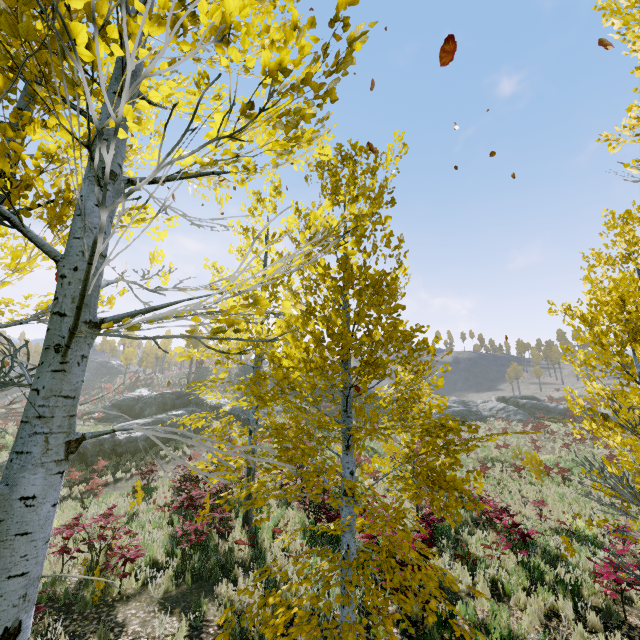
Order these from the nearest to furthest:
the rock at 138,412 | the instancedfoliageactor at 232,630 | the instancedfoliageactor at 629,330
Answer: the instancedfoliageactor at 232,630, the instancedfoliageactor at 629,330, the rock at 138,412

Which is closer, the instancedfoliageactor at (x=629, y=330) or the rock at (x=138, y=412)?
the instancedfoliageactor at (x=629, y=330)

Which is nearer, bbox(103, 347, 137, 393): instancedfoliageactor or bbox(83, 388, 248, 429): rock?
bbox(83, 388, 248, 429): rock

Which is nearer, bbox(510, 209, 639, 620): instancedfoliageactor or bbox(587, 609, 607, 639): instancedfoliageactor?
bbox(510, 209, 639, 620): instancedfoliageactor

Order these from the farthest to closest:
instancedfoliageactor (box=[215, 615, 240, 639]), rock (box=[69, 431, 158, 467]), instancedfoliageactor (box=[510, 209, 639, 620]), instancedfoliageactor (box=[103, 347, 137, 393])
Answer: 1. instancedfoliageactor (box=[103, 347, 137, 393])
2. rock (box=[69, 431, 158, 467])
3. instancedfoliageactor (box=[510, 209, 639, 620])
4. instancedfoliageactor (box=[215, 615, 240, 639])

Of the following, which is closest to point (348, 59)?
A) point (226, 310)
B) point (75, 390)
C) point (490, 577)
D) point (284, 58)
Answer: point (284, 58)

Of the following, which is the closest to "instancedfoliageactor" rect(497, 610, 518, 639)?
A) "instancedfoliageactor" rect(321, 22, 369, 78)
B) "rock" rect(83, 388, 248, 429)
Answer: "instancedfoliageactor" rect(321, 22, 369, 78)
